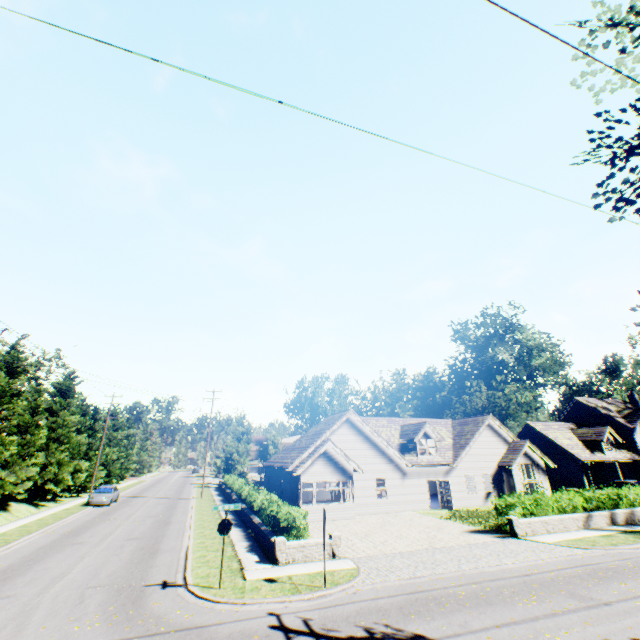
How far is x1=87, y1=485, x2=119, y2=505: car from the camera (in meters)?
30.05

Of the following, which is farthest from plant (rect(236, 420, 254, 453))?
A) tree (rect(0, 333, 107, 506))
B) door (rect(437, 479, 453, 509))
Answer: door (rect(437, 479, 453, 509))

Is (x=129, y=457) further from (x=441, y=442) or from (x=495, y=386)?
(x=495, y=386)

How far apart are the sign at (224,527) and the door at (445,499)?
21.3 meters

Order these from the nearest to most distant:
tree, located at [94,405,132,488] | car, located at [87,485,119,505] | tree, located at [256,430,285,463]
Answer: car, located at [87,485,119,505] → tree, located at [94,405,132,488] → tree, located at [256,430,285,463]

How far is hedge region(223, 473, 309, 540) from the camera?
14.6 meters

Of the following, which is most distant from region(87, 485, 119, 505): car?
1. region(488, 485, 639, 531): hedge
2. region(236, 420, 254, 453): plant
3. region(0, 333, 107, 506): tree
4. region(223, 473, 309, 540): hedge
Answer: region(488, 485, 639, 531): hedge

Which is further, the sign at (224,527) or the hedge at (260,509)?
the hedge at (260,509)
